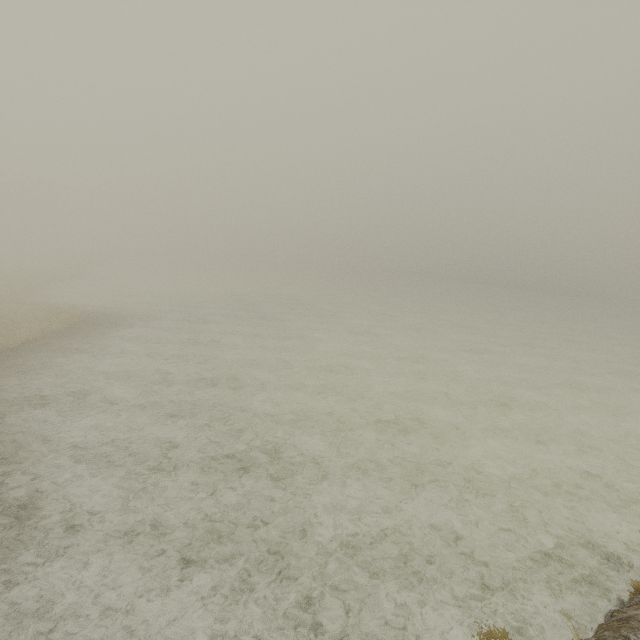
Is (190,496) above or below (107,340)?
below
